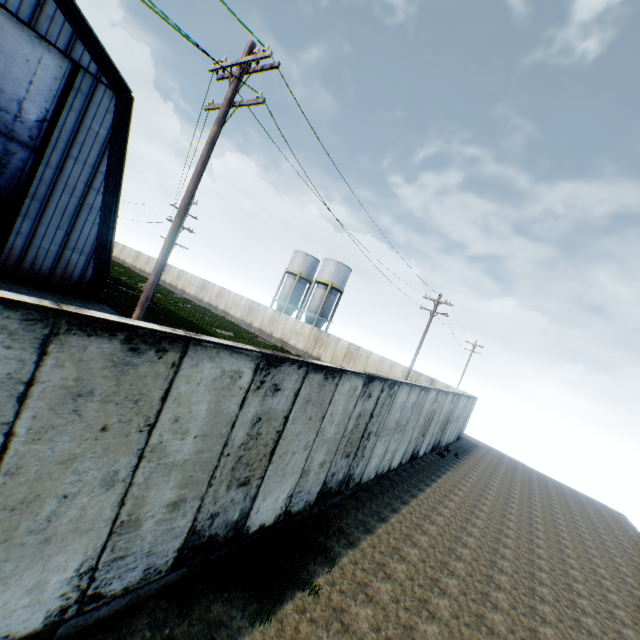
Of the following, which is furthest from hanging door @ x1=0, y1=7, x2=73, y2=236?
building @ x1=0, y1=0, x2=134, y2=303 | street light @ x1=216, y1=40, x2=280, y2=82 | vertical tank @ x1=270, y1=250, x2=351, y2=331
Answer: vertical tank @ x1=270, y1=250, x2=351, y2=331

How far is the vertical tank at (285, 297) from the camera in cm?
4188

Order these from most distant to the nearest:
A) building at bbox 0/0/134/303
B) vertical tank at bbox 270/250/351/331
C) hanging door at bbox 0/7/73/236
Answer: vertical tank at bbox 270/250/351/331 < building at bbox 0/0/134/303 < hanging door at bbox 0/7/73/236

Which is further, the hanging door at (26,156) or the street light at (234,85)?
the hanging door at (26,156)

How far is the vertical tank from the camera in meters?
41.9

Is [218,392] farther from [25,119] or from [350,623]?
[25,119]

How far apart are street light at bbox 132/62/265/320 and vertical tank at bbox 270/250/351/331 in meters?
33.3
